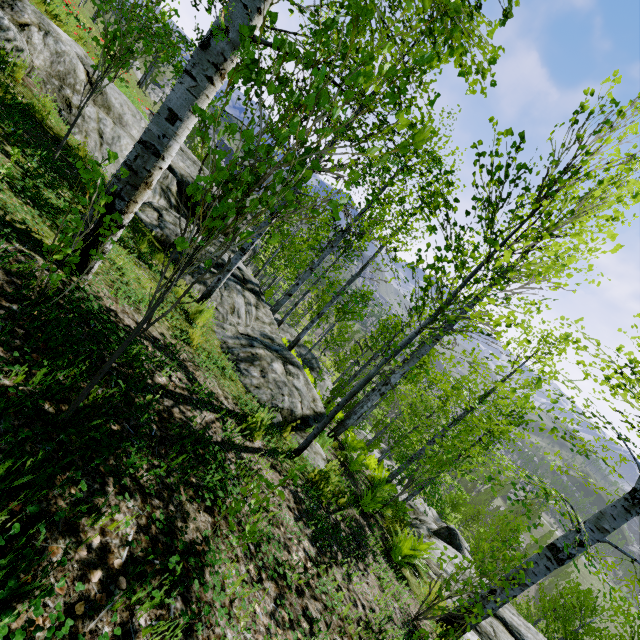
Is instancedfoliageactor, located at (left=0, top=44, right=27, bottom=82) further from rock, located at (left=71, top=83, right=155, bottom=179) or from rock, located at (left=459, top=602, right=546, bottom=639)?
rock, located at (left=71, top=83, right=155, bottom=179)

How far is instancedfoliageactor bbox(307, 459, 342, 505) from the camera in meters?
4.9 m

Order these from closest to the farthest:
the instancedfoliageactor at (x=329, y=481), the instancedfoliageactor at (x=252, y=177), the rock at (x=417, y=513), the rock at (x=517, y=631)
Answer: the instancedfoliageactor at (x=252, y=177) < the instancedfoliageactor at (x=329, y=481) < the rock at (x=517, y=631) < the rock at (x=417, y=513)

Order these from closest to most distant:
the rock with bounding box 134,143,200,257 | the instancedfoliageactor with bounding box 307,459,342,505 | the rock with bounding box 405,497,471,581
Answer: the instancedfoliageactor with bounding box 307,459,342,505 < the rock with bounding box 134,143,200,257 < the rock with bounding box 405,497,471,581

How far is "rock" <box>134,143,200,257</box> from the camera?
7.8 meters

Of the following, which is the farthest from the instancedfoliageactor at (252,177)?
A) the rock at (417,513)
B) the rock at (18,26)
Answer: the rock at (417,513)

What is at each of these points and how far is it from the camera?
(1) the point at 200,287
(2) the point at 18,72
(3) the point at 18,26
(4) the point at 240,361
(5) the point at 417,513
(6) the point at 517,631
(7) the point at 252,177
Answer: (1) rock, 7.42m
(2) instancedfoliageactor, 5.42m
(3) rock, 6.15m
(4) rock, 6.07m
(5) rock, 23.56m
(6) rock, 8.06m
(7) instancedfoliageactor, 1.48m
